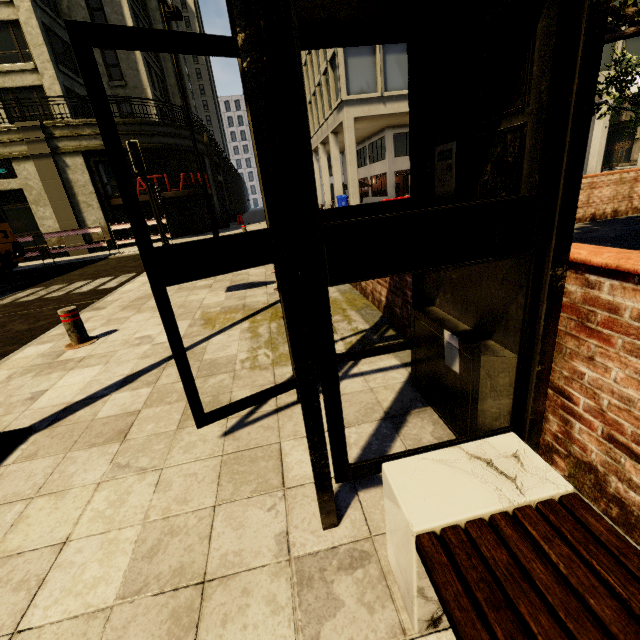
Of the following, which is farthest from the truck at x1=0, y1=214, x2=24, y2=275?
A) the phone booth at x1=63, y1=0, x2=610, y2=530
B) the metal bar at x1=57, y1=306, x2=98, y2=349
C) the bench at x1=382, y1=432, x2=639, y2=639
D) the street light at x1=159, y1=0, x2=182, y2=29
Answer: the bench at x1=382, y1=432, x2=639, y2=639

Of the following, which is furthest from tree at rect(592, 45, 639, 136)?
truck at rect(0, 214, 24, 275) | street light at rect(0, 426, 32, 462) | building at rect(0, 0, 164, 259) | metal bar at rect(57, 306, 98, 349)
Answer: truck at rect(0, 214, 24, 275)

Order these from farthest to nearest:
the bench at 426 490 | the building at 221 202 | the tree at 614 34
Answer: the building at 221 202
the tree at 614 34
the bench at 426 490

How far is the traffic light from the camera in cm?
994

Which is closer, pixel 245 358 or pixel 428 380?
pixel 428 380

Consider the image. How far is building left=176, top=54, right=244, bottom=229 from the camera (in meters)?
23.80

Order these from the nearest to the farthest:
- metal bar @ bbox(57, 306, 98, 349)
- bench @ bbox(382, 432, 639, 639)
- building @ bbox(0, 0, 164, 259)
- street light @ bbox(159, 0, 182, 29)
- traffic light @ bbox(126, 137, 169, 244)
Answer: bench @ bbox(382, 432, 639, 639)
metal bar @ bbox(57, 306, 98, 349)
street light @ bbox(159, 0, 182, 29)
traffic light @ bbox(126, 137, 169, 244)
building @ bbox(0, 0, 164, 259)

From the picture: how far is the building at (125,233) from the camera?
19.89m
